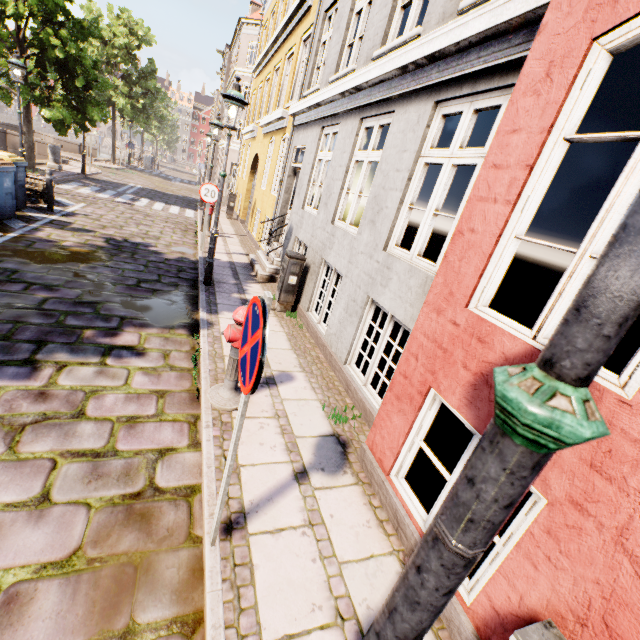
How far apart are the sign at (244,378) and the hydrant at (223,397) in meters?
1.4 m

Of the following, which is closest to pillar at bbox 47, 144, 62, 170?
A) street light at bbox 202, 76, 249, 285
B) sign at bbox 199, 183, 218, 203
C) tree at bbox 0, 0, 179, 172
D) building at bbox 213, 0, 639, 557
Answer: tree at bbox 0, 0, 179, 172

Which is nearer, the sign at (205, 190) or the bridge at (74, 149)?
the sign at (205, 190)

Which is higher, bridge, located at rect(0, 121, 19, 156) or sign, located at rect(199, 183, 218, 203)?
sign, located at rect(199, 183, 218, 203)

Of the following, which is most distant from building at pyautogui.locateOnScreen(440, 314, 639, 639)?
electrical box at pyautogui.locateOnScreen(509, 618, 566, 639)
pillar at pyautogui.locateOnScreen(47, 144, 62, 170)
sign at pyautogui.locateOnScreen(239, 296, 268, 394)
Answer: electrical box at pyautogui.locateOnScreen(509, 618, 566, 639)

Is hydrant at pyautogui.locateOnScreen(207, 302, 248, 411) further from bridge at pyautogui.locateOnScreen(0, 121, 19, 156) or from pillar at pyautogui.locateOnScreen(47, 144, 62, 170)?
bridge at pyautogui.locateOnScreen(0, 121, 19, 156)

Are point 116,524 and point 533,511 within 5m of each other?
yes

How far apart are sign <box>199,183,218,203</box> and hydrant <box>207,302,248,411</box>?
6.7 meters
